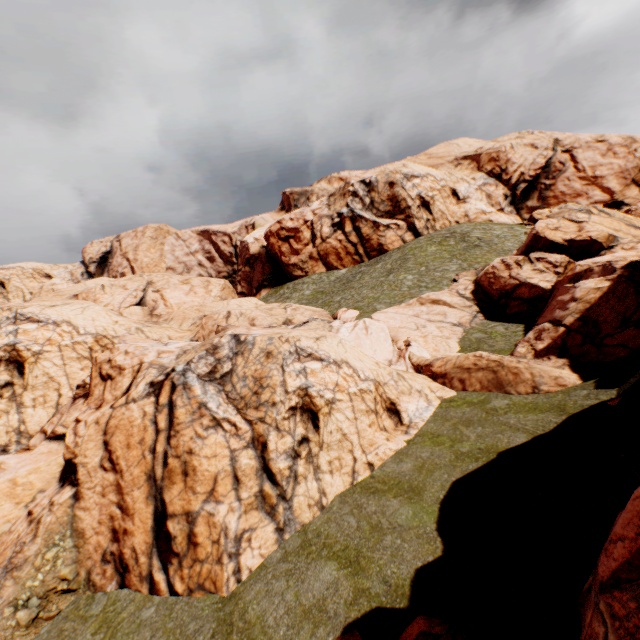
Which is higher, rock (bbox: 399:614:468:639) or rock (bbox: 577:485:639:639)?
rock (bbox: 577:485:639:639)

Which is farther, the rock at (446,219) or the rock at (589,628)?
the rock at (446,219)

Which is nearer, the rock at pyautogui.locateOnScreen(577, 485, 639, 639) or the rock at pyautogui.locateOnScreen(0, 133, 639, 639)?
the rock at pyautogui.locateOnScreen(577, 485, 639, 639)

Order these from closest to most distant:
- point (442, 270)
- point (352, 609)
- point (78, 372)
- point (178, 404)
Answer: point (352, 609) < point (178, 404) < point (78, 372) < point (442, 270)

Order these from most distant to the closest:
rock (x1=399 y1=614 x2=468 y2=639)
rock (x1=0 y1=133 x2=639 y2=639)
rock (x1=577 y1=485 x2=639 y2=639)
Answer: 1. rock (x1=0 y1=133 x2=639 y2=639)
2. rock (x1=399 y1=614 x2=468 y2=639)
3. rock (x1=577 y1=485 x2=639 y2=639)
